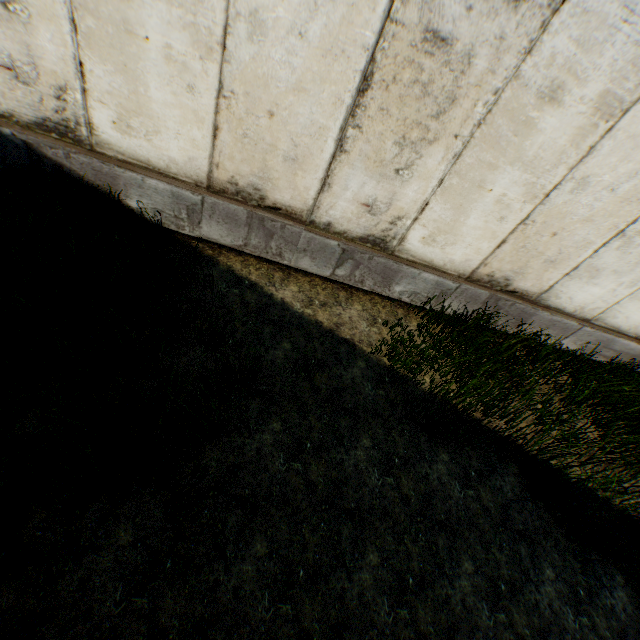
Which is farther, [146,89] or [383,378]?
[383,378]
